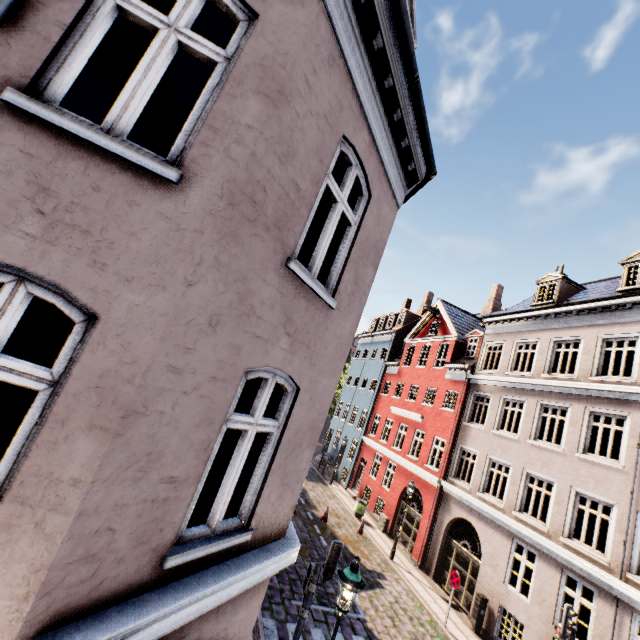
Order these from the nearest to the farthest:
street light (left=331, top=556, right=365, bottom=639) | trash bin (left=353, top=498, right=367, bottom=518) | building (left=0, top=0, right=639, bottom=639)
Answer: building (left=0, top=0, right=639, bottom=639)
street light (left=331, top=556, right=365, bottom=639)
trash bin (left=353, top=498, right=367, bottom=518)

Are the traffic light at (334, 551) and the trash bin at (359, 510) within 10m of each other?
no

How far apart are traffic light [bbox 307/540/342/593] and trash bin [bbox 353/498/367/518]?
14.55m

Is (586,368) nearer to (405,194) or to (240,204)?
(405,194)

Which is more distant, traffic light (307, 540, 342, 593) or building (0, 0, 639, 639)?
traffic light (307, 540, 342, 593)

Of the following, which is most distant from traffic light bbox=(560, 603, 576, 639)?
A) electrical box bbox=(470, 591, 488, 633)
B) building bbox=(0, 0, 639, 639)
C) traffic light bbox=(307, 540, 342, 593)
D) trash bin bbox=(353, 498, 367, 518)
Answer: trash bin bbox=(353, 498, 367, 518)

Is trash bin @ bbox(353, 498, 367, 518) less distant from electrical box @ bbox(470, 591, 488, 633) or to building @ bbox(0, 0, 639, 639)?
building @ bbox(0, 0, 639, 639)

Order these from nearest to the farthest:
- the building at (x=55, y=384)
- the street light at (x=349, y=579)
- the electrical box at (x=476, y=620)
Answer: the building at (x=55, y=384) < the street light at (x=349, y=579) < the electrical box at (x=476, y=620)
